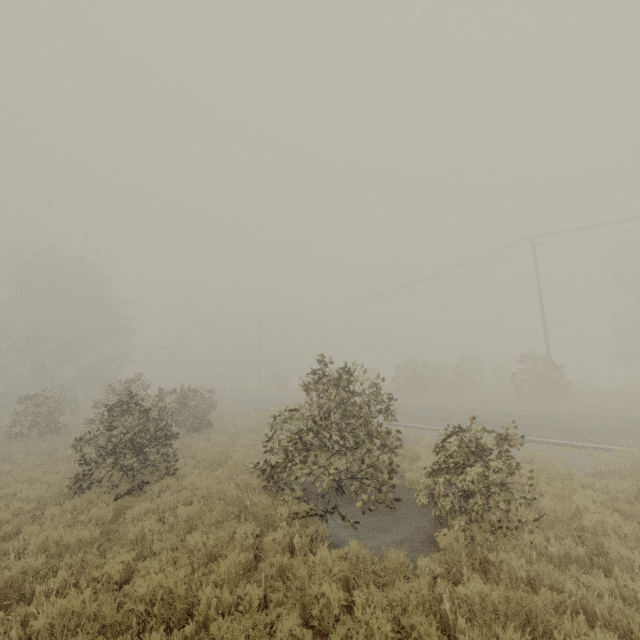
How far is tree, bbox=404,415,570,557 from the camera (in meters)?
5.81

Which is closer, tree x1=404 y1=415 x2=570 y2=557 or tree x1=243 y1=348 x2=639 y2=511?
tree x1=404 y1=415 x2=570 y2=557

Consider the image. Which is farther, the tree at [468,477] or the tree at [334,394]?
the tree at [334,394]

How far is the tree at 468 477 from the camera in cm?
581

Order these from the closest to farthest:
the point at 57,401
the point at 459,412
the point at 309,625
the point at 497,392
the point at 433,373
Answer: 1. the point at 309,625
2. the point at 459,412
3. the point at 57,401
4. the point at 497,392
5. the point at 433,373
